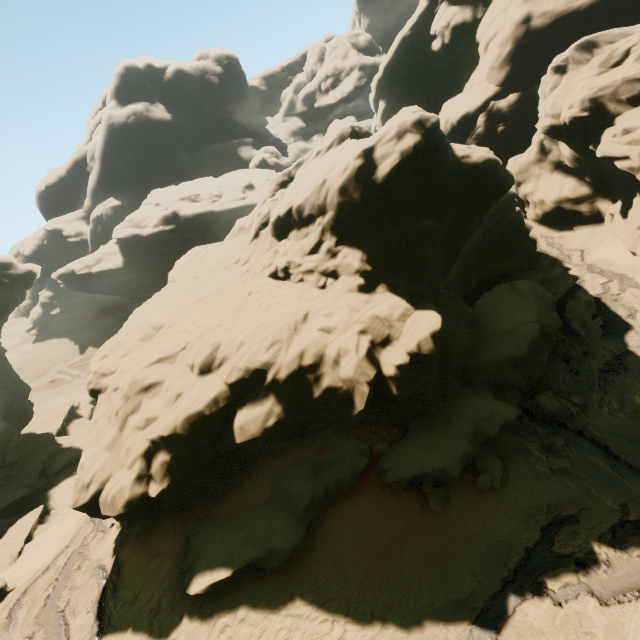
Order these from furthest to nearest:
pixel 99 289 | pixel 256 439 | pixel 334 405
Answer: pixel 99 289 → pixel 256 439 → pixel 334 405

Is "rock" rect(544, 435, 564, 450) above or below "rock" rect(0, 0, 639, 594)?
below

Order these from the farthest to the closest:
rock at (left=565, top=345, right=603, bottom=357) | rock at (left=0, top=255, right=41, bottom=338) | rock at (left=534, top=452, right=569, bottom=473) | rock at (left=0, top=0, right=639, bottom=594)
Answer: rock at (left=0, top=255, right=41, bottom=338)
rock at (left=565, top=345, right=603, bottom=357)
rock at (left=0, top=0, right=639, bottom=594)
rock at (left=534, top=452, right=569, bottom=473)

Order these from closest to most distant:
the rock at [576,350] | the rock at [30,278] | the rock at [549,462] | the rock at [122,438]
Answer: Answer: the rock at [549,462] → the rock at [122,438] → the rock at [576,350] → the rock at [30,278]

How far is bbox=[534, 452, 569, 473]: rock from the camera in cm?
1027

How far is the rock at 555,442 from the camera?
10.7m

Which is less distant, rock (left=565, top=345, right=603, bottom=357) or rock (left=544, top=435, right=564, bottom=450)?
rock (left=544, top=435, right=564, bottom=450)
